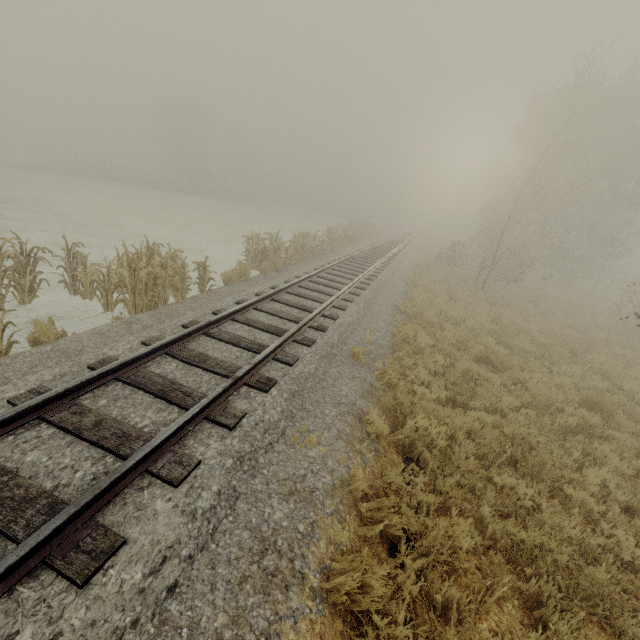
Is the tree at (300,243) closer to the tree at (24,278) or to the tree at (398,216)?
the tree at (24,278)

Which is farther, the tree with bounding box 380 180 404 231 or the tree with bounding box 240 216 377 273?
the tree with bounding box 380 180 404 231

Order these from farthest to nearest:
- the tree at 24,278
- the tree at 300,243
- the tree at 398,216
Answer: the tree at 398,216
the tree at 300,243
the tree at 24,278

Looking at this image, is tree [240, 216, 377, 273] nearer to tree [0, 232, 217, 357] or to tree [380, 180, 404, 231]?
tree [0, 232, 217, 357]

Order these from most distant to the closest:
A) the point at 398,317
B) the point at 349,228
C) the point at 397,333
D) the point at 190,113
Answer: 1. the point at 190,113
2. the point at 349,228
3. the point at 398,317
4. the point at 397,333

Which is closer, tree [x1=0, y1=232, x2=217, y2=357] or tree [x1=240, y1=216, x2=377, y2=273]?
tree [x1=0, y1=232, x2=217, y2=357]

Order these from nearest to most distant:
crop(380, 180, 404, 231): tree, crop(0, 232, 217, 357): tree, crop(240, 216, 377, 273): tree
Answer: crop(0, 232, 217, 357): tree
crop(240, 216, 377, 273): tree
crop(380, 180, 404, 231): tree
